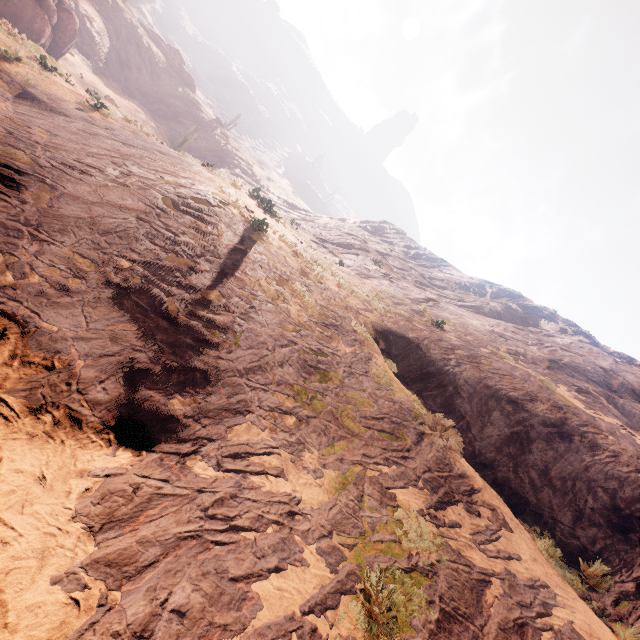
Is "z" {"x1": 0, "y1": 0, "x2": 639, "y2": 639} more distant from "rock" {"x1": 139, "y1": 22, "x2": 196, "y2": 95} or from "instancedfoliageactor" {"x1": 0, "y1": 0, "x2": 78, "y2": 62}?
"rock" {"x1": 139, "y1": 22, "x2": 196, "y2": 95}

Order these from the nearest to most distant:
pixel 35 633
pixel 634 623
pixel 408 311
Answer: pixel 35 633 < pixel 634 623 < pixel 408 311

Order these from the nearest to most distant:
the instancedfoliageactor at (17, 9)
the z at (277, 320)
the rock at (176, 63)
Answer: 1. the z at (277, 320)
2. the instancedfoliageactor at (17, 9)
3. the rock at (176, 63)

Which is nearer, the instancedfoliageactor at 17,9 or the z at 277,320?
the z at 277,320

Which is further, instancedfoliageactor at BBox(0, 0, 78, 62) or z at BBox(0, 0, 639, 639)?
instancedfoliageactor at BBox(0, 0, 78, 62)

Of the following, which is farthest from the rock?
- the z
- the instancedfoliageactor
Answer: the z

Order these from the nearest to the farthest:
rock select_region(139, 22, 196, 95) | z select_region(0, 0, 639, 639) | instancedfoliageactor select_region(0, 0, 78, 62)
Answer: z select_region(0, 0, 639, 639)
instancedfoliageactor select_region(0, 0, 78, 62)
rock select_region(139, 22, 196, 95)
